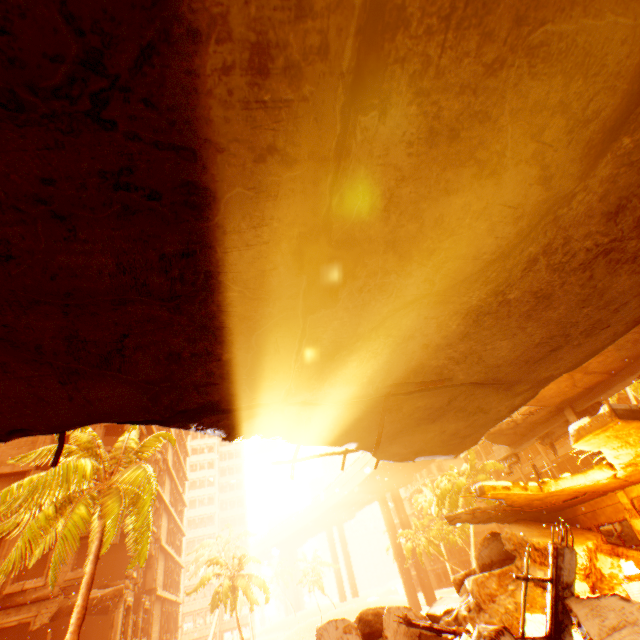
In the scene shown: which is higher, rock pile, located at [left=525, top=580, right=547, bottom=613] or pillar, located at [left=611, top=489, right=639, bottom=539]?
pillar, located at [left=611, top=489, right=639, bottom=539]

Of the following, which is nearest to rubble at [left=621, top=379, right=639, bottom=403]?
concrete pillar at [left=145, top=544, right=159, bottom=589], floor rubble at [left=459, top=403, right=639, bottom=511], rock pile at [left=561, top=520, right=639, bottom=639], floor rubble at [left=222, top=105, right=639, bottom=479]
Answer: Result: rock pile at [left=561, top=520, right=639, bottom=639]

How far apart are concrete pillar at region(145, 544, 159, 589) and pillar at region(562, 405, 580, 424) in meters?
28.6 m

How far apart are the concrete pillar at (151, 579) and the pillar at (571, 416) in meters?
28.6 m

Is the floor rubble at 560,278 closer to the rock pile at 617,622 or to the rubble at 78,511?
the rock pile at 617,622

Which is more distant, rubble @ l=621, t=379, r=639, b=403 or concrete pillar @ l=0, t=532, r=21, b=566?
rubble @ l=621, t=379, r=639, b=403

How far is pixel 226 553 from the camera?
39.6m
